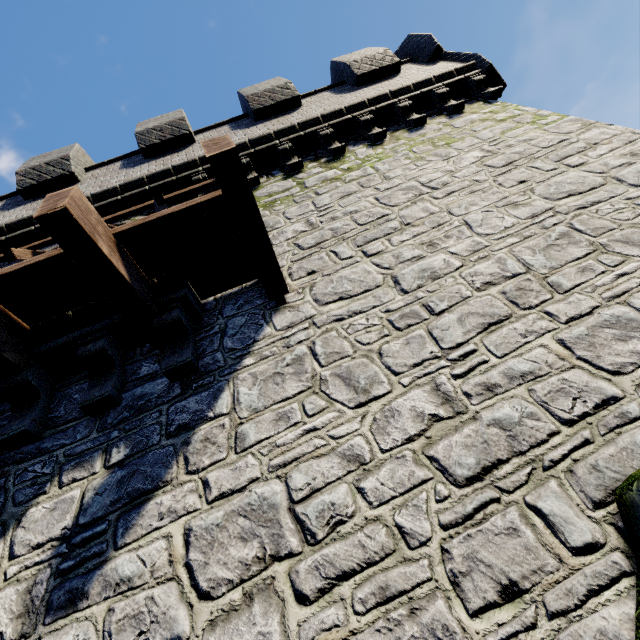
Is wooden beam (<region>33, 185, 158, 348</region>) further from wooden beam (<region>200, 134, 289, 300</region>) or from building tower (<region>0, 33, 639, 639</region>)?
wooden beam (<region>200, 134, 289, 300</region>)

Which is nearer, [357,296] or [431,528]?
[431,528]

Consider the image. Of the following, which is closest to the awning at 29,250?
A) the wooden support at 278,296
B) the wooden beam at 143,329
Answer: the wooden beam at 143,329

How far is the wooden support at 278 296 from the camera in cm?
401

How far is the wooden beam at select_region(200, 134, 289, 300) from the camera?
2.92m

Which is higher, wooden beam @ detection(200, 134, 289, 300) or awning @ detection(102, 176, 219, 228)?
awning @ detection(102, 176, 219, 228)

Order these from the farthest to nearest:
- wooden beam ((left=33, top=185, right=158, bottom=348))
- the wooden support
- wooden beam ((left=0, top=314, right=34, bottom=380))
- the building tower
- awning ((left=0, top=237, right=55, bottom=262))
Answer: awning ((left=0, top=237, right=55, bottom=262))
the wooden support
wooden beam ((left=0, top=314, right=34, bottom=380))
wooden beam ((left=33, top=185, right=158, bottom=348))
the building tower

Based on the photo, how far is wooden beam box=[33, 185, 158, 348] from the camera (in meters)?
2.78
